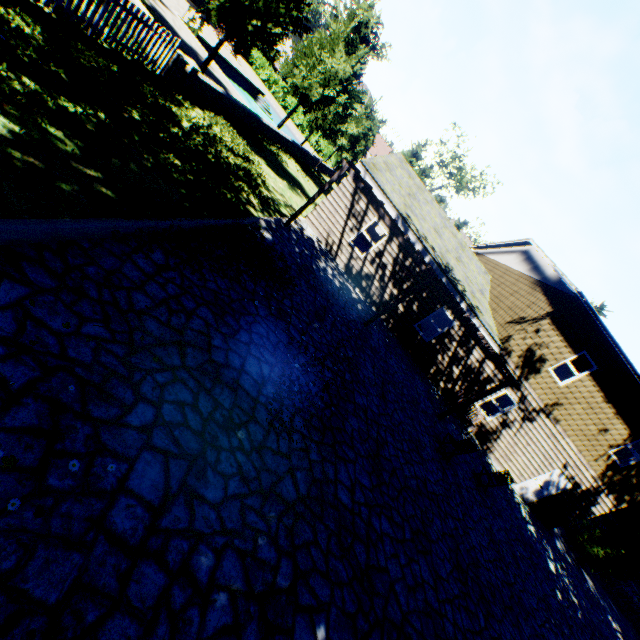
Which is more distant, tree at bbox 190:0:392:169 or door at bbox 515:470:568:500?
door at bbox 515:470:568:500

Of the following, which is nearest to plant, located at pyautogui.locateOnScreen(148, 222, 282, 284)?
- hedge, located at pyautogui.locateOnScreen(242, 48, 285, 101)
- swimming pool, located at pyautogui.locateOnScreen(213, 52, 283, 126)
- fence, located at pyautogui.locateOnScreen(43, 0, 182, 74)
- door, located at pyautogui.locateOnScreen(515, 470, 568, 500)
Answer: fence, located at pyautogui.locateOnScreen(43, 0, 182, 74)

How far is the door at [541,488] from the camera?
15.7m

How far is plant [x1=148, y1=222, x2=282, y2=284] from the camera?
5.8m

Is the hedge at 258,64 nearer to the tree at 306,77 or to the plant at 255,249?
the tree at 306,77

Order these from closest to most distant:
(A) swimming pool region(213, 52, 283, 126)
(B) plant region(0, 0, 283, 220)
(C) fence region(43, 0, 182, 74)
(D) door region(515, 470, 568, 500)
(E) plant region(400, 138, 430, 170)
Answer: (B) plant region(0, 0, 283, 220), (C) fence region(43, 0, 182, 74), (D) door region(515, 470, 568, 500), (A) swimming pool region(213, 52, 283, 126), (E) plant region(400, 138, 430, 170)

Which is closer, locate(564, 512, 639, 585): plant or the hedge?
locate(564, 512, 639, 585): plant

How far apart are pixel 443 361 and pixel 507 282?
8.33m
